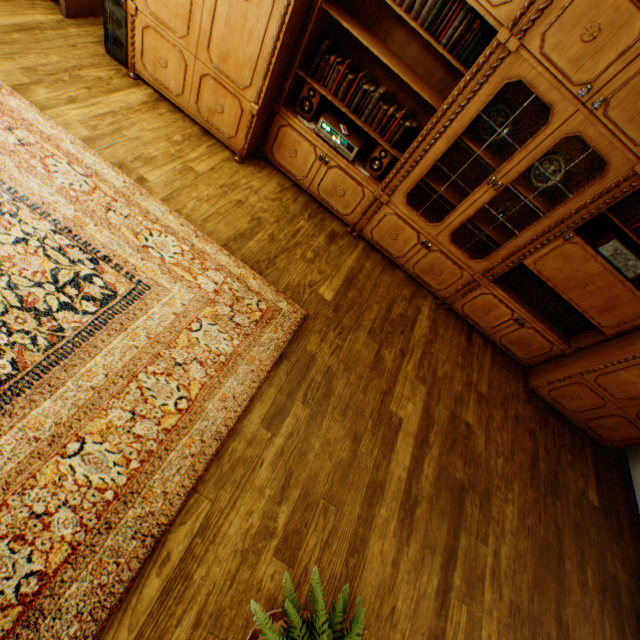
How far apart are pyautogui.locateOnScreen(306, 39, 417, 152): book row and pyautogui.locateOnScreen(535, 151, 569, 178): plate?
1.1m

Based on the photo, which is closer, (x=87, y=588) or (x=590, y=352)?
(x=87, y=588)

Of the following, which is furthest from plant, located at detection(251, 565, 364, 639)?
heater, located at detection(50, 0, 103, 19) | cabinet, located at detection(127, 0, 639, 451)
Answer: heater, located at detection(50, 0, 103, 19)

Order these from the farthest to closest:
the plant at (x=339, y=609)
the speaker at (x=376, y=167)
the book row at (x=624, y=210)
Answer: the speaker at (x=376, y=167) → the book row at (x=624, y=210) → the plant at (x=339, y=609)

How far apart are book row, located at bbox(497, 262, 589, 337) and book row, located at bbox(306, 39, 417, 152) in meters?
1.7

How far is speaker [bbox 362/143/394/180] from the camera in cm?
307

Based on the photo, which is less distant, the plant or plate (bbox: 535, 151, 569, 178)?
the plant

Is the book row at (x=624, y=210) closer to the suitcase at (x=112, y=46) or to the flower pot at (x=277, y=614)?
the flower pot at (x=277, y=614)
